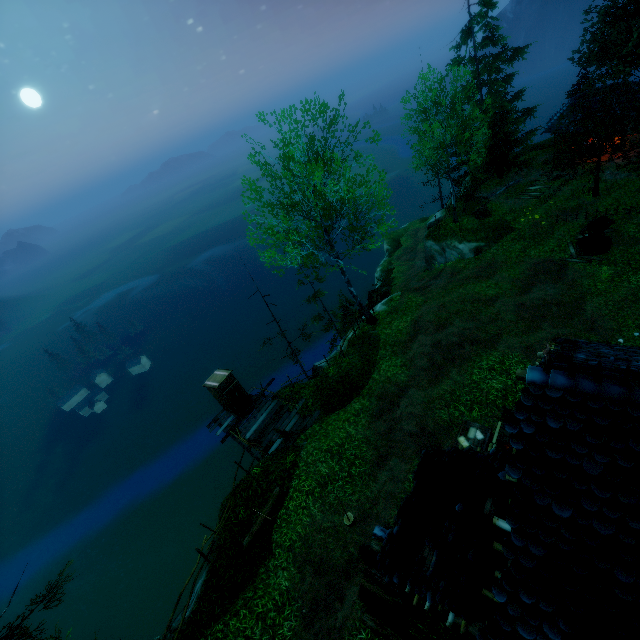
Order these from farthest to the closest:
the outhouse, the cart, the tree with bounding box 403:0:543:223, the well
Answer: the cart, the tree with bounding box 403:0:543:223, the well, the outhouse

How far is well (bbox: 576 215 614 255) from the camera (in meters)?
17.84

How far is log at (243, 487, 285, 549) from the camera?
11.2 meters

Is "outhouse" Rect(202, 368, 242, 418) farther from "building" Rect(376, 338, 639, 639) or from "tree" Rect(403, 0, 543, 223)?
"building" Rect(376, 338, 639, 639)

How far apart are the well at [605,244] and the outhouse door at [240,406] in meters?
20.7 m

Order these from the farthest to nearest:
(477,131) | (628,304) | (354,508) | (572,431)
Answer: (477,131), (628,304), (354,508), (572,431)

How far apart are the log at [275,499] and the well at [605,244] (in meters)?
20.62

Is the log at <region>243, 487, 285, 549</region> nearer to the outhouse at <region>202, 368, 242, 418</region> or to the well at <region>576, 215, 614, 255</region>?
the outhouse at <region>202, 368, 242, 418</region>
